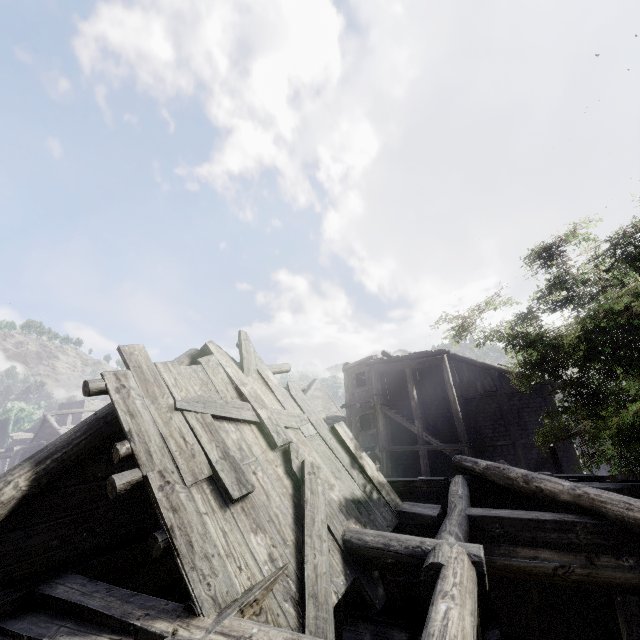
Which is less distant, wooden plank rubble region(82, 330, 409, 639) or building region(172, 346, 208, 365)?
wooden plank rubble region(82, 330, 409, 639)

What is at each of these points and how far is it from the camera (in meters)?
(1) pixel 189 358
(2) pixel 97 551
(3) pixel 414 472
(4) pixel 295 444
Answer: (1) building, 6.14
(2) building, 4.39
(3) building, 20.55
(4) wooden plank rubble, 5.36

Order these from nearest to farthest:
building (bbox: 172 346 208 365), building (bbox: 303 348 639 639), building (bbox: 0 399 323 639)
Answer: building (bbox: 0 399 323 639), building (bbox: 303 348 639 639), building (bbox: 172 346 208 365)

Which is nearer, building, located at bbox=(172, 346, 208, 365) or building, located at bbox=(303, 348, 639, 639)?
building, located at bbox=(303, 348, 639, 639)

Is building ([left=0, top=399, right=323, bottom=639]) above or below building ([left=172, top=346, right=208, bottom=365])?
below

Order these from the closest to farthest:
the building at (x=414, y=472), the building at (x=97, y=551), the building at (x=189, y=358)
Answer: the building at (x=97, y=551) < the building at (x=414, y=472) < the building at (x=189, y=358)

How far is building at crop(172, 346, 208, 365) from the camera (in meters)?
6.00

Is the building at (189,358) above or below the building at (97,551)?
above
